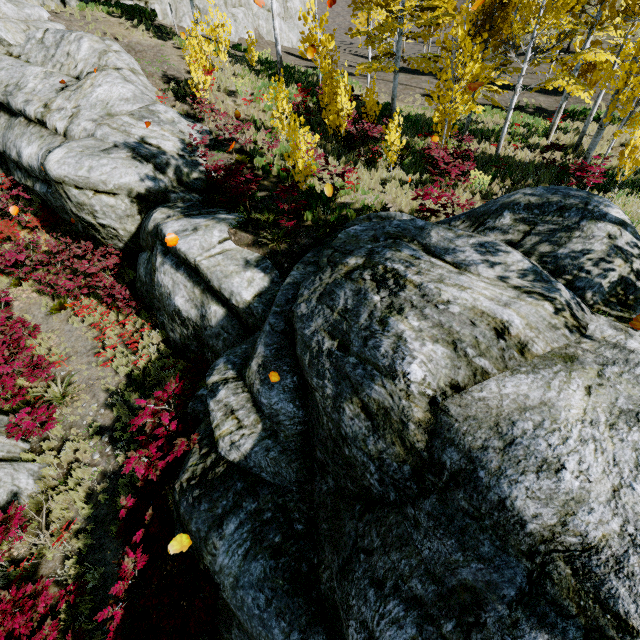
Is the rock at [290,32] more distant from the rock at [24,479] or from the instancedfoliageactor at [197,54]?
the rock at [24,479]

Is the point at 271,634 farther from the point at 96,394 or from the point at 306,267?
the point at 96,394

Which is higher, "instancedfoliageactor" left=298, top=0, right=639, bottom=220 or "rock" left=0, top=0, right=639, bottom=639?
"instancedfoliageactor" left=298, top=0, right=639, bottom=220

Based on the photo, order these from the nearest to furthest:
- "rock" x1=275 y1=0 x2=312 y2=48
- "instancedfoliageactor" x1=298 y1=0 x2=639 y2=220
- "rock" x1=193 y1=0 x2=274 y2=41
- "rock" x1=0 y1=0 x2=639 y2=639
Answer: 1. "rock" x1=0 y1=0 x2=639 y2=639
2. "instancedfoliageactor" x1=298 y1=0 x2=639 y2=220
3. "rock" x1=193 y1=0 x2=274 y2=41
4. "rock" x1=275 y1=0 x2=312 y2=48

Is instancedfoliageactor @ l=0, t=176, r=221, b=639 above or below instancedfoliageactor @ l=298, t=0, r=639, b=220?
below

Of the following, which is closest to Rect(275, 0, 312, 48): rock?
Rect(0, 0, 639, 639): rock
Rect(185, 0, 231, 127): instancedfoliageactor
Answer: Rect(185, 0, 231, 127): instancedfoliageactor

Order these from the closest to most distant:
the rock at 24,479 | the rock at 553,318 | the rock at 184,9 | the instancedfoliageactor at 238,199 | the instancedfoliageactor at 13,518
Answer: the rock at 553,318
the instancedfoliageactor at 13,518
the rock at 24,479
the instancedfoliageactor at 238,199
the rock at 184,9

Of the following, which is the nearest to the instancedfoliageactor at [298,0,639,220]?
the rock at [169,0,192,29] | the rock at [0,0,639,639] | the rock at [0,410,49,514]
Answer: the rock at [0,410,49,514]
